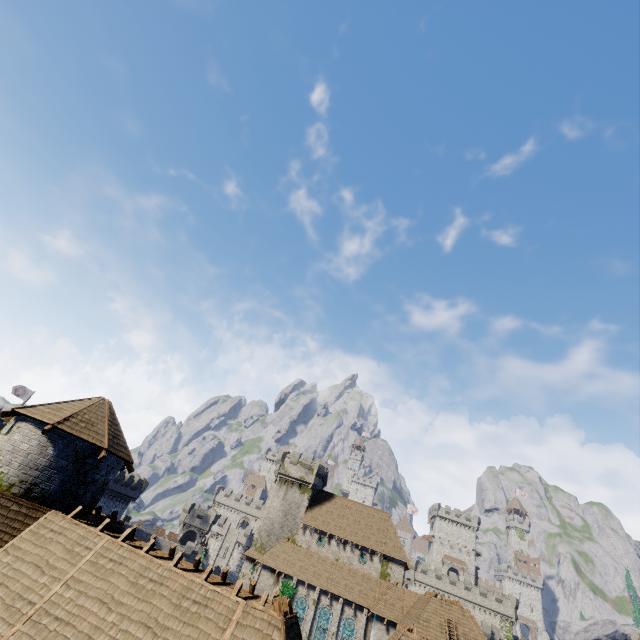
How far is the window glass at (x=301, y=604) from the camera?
38.2m

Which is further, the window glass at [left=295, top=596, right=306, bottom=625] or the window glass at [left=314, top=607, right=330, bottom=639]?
the window glass at [left=295, top=596, right=306, bottom=625]

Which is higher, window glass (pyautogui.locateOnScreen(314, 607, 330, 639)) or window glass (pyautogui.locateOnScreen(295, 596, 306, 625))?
window glass (pyautogui.locateOnScreen(295, 596, 306, 625))

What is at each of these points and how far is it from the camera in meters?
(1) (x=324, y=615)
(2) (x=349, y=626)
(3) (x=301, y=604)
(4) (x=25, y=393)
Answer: (1) window glass, 38.2
(2) window glass, 37.4
(3) window glass, 39.0
(4) flag, 43.1

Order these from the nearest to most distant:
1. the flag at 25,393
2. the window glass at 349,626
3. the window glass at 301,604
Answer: the window glass at 349,626 → the window glass at 301,604 → the flag at 25,393

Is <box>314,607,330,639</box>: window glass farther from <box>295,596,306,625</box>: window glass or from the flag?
the flag

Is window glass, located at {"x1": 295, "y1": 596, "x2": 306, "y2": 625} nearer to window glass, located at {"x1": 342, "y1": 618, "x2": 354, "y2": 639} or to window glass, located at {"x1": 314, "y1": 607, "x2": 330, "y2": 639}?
window glass, located at {"x1": 314, "y1": 607, "x2": 330, "y2": 639}

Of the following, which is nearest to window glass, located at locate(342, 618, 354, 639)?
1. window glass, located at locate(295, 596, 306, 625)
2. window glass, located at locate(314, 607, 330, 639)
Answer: window glass, located at locate(314, 607, 330, 639)
